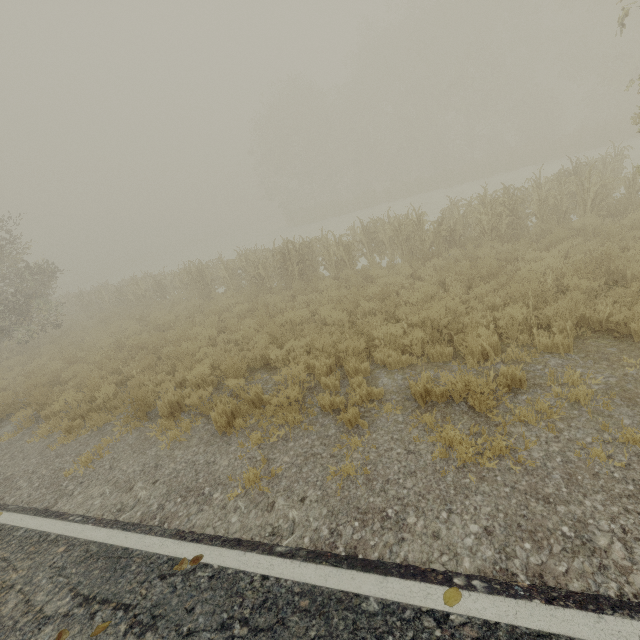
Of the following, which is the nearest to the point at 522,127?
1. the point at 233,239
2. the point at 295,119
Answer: the point at 295,119

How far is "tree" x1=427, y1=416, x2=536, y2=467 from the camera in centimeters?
348cm

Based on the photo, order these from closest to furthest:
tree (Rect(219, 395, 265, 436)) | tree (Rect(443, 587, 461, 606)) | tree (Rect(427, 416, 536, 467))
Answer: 1. tree (Rect(443, 587, 461, 606))
2. tree (Rect(427, 416, 536, 467))
3. tree (Rect(219, 395, 265, 436))

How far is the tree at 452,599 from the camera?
2.4 meters

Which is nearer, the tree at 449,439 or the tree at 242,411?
the tree at 449,439

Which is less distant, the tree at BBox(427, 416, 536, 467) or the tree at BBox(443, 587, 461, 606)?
the tree at BBox(443, 587, 461, 606)
